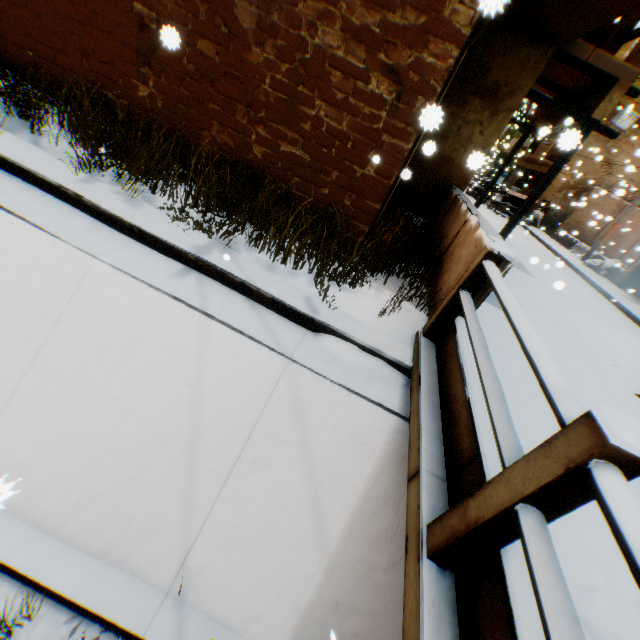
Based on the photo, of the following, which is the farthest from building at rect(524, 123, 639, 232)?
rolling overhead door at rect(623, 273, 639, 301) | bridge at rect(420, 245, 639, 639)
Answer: bridge at rect(420, 245, 639, 639)

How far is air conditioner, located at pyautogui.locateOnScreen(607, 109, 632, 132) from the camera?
17.6 meters

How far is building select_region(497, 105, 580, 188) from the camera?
8.3 meters

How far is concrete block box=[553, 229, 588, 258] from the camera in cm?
1650

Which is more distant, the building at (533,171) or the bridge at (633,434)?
the building at (533,171)

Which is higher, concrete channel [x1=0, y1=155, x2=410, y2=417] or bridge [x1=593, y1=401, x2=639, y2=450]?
bridge [x1=593, y1=401, x2=639, y2=450]

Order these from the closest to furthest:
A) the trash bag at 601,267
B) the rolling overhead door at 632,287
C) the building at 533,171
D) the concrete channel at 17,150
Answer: the concrete channel at 17,150, the building at 533,171, the rolling overhead door at 632,287, the trash bag at 601,267

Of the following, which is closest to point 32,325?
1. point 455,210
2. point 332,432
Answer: point 332,432
